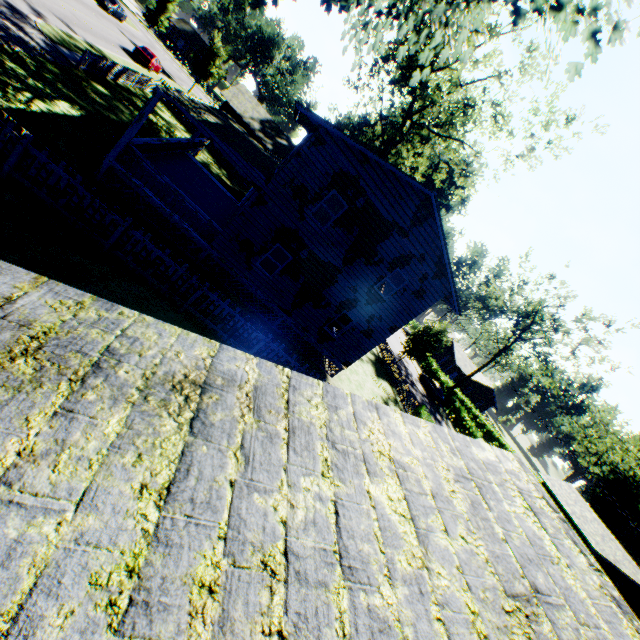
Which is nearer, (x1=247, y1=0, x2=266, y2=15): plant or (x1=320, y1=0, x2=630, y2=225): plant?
(x1=320, y1=0, x2=630, y2=225): plant

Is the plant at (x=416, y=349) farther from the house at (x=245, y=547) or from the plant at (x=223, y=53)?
the plant at (x=223, y=53)

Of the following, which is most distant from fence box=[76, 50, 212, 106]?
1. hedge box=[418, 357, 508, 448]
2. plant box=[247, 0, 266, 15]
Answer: hedge box=[418, 357, 508, 448]

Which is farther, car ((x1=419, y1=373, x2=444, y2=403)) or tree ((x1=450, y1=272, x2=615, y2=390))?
car ((x1=419, y1=373, x2=444, y2=403))

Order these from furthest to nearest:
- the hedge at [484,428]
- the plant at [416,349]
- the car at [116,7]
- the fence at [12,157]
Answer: the hedge at [484,428], the car at [116,7], the plant at [416,349], the fence at [12,157]

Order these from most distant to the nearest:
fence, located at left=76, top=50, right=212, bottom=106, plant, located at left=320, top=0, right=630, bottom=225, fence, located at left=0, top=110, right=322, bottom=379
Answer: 1. fence, located at left=76, top=50, right=212, bottom=106
2. fence, located at left=0, top=110, right=322, bottom=379
3. plant, located at left=320, top=0, right=630, bottom=225

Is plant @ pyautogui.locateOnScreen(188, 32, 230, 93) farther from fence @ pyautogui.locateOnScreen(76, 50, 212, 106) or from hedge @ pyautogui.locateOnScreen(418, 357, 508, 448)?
hedge @ pyautogui.locateOnScreen(418, 357, 508, 448)

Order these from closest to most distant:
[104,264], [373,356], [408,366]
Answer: [104,264] < [373,356] < [408,366]
